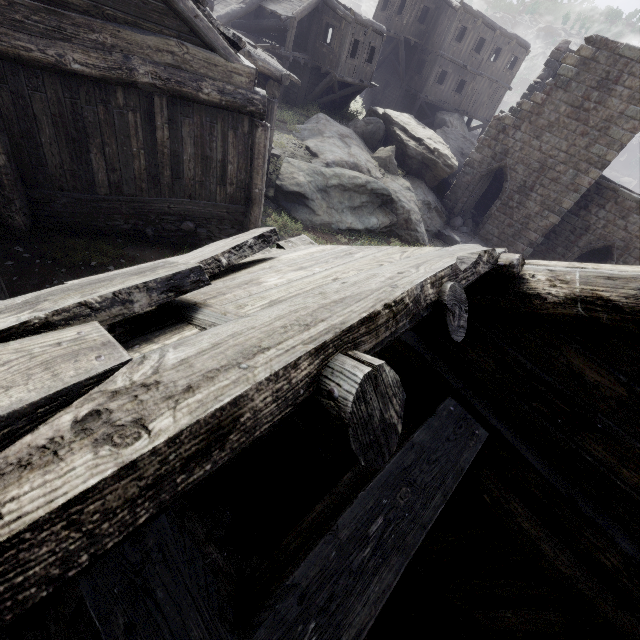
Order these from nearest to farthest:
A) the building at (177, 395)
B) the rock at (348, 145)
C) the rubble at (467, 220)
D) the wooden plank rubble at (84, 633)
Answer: the building at (177, 395) → the wooden plank rubble at (84, 633) → the rock at (348, 145) → the rubble at (467, 220)

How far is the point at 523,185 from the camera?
17.56m

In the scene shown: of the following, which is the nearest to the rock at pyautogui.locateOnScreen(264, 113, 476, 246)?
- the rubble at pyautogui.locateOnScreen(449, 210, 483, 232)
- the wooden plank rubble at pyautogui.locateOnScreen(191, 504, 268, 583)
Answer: the rubble at pyautogui.locateOnScreen(449, 210, 483, 232)

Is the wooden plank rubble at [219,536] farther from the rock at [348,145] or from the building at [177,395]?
the rock at [348,145]

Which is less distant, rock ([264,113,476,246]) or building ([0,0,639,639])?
building ([0,0,639,639])

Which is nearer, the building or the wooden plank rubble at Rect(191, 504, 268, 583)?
the building

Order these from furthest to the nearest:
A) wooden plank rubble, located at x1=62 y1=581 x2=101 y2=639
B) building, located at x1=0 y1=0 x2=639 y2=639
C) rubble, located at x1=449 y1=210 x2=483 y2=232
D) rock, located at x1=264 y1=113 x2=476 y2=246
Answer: rubble, located at x1=449 y1=210 x2=483 y2=232 < rock, located at x1=264 y1=113 x2=476 y2=246 < wooden plank rubble, located at x1=62 y1=581 x2=101 y2=639 < building, located at x1=0 y1=0 x2=639 y2=639

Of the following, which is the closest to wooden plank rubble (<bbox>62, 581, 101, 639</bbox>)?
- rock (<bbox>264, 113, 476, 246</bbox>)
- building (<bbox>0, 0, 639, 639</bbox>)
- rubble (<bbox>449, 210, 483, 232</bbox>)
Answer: building (<bbox>0, 0, 639, 639</bbox>)
